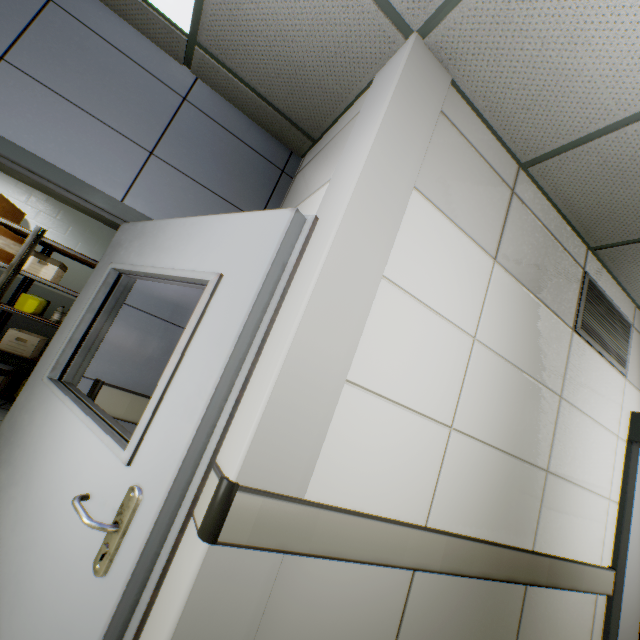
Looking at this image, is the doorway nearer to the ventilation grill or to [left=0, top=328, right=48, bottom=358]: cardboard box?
the ventilation grill

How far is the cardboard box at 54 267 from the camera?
4.22m

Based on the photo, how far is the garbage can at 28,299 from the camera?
4.2m

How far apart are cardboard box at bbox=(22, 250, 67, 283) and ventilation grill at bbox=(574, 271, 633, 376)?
5.8m

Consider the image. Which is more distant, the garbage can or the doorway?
the garbage can

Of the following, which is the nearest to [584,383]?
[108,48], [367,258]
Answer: [367,258]

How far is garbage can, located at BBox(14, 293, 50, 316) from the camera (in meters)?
4.19

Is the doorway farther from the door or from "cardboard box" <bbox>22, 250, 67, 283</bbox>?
"cardboard box" <bbox>22, 250, 67, 283</bbox>
